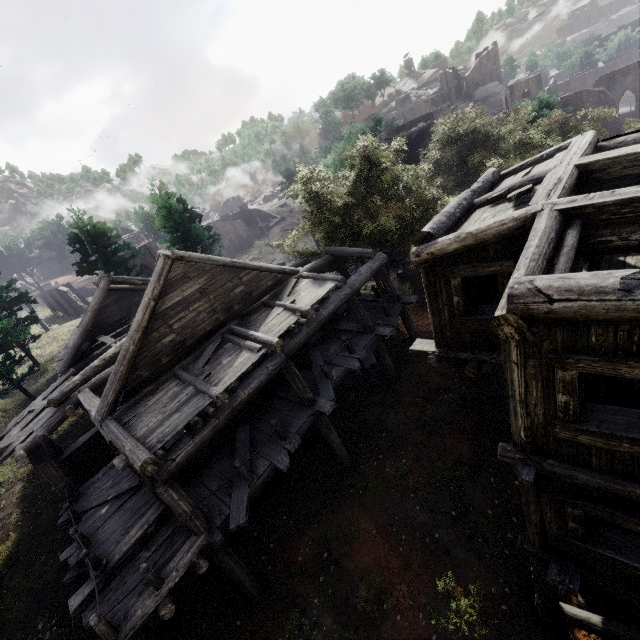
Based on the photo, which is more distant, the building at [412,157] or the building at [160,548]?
the building at [412,157]

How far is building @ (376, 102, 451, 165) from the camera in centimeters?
2900cm

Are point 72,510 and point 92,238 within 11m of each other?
no

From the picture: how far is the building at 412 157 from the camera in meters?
29.0 m

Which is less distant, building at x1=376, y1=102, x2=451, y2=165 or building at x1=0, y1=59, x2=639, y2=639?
building at x1=0, y1=59, x2=639, y2=639
